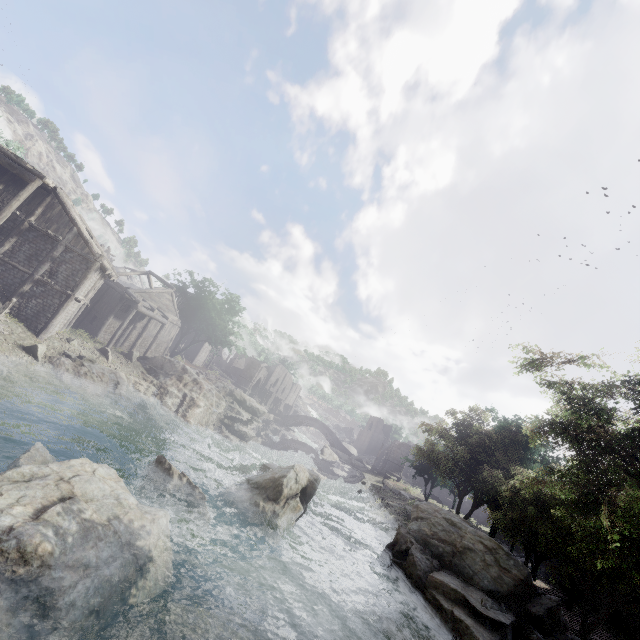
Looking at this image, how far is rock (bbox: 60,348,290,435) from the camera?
24.8 meters

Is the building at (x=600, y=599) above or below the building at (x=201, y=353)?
below

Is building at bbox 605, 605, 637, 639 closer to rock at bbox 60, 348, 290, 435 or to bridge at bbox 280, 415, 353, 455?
rock at bbox 60, 348, 290, 435

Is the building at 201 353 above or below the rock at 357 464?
above

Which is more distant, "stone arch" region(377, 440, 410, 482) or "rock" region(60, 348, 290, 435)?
"stone arch" region(377, 440, 410, 482)

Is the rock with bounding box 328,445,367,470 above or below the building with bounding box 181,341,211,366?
below

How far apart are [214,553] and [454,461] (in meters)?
23.16
